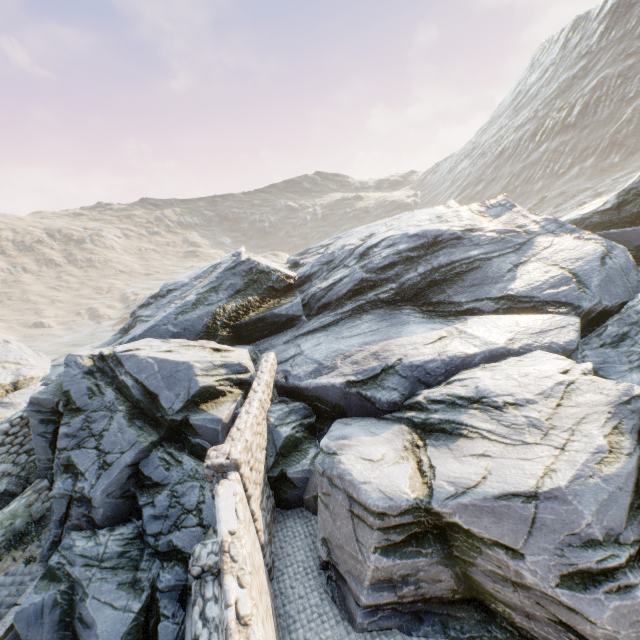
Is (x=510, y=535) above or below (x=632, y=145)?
below

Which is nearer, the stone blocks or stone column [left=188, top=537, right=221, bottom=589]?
stone column [left=188, top=537, right=221, bottom=589]

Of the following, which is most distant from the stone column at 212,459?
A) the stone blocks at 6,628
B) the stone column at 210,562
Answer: the stone blocks at 6,628

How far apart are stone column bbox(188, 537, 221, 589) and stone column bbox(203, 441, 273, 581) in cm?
8

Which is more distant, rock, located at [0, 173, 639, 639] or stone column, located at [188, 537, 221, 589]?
stone column, located at [188, 537, 221, 589]

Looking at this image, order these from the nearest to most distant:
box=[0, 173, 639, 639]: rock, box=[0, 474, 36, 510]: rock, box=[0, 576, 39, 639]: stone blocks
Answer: box=[0, 173, 639, 639]: rock → box=[0, 576, 39, 639]: stone blocks → box=[0, 474, 36, 510]: rock

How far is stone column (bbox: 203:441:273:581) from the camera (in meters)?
6.17

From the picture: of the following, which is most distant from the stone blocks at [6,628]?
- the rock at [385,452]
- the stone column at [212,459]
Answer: Answer: the stone column at [212,459]
